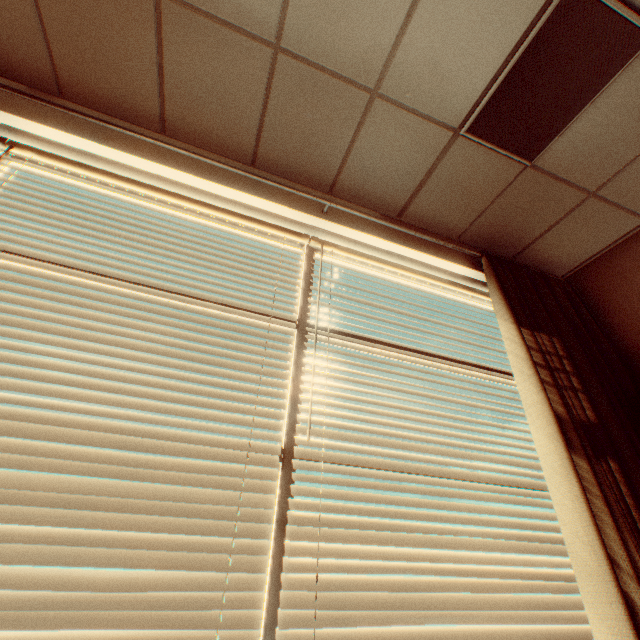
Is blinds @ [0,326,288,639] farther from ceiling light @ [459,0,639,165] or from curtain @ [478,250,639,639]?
ceiling light @ [459,0,639,165]

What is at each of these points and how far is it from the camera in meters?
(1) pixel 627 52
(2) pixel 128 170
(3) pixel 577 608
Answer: (1) ceiling light, 1.5
(2) window, 1.9
(3) blinds, 1.5

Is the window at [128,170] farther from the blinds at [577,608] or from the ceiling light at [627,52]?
the ceiling light at [627,52]

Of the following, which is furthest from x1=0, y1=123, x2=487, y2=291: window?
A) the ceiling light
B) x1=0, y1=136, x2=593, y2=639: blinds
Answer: the ceiling light
